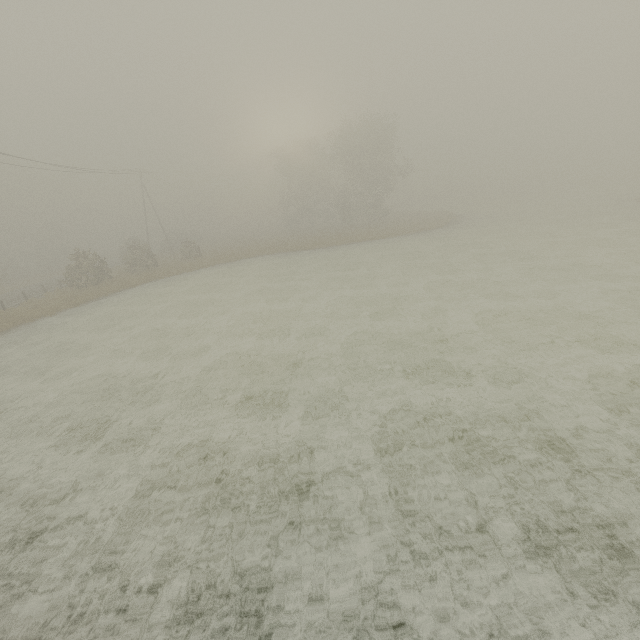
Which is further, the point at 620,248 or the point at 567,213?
→ the point at 567,213
